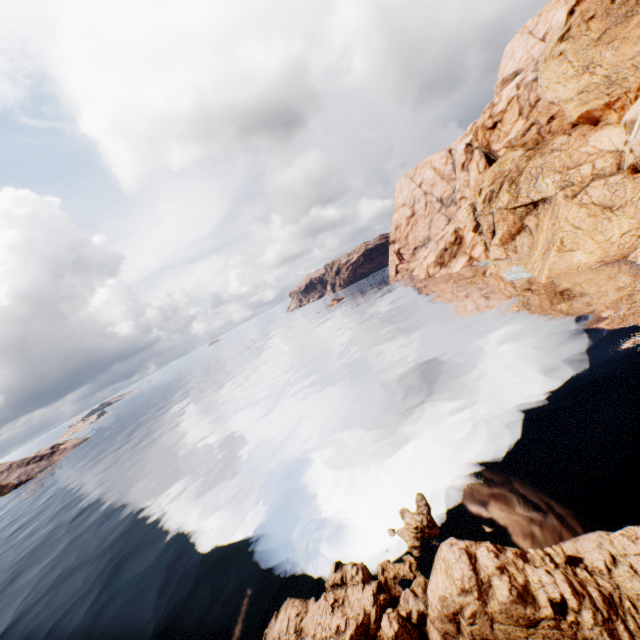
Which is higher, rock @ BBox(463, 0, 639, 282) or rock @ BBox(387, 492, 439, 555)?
rock @ BBox(463, 0, 639, 282)

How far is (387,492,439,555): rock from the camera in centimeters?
1462cm

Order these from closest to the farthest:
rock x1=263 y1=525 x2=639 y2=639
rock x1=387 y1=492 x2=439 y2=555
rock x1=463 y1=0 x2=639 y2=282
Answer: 1. rock x1=263 y1=525 x2=639 y2=639
2. rock x1=387 y1=492 x2=439 y2=555
3. rock x1=463 y1=0 x2=639 y2=282

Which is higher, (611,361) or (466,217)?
(466,217)

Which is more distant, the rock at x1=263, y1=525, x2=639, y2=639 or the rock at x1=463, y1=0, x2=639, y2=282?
the rock at x1=463, y1=0, x2=639, y2=282

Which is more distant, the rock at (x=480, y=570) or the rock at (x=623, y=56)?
the rock at (x=623, y=56)
